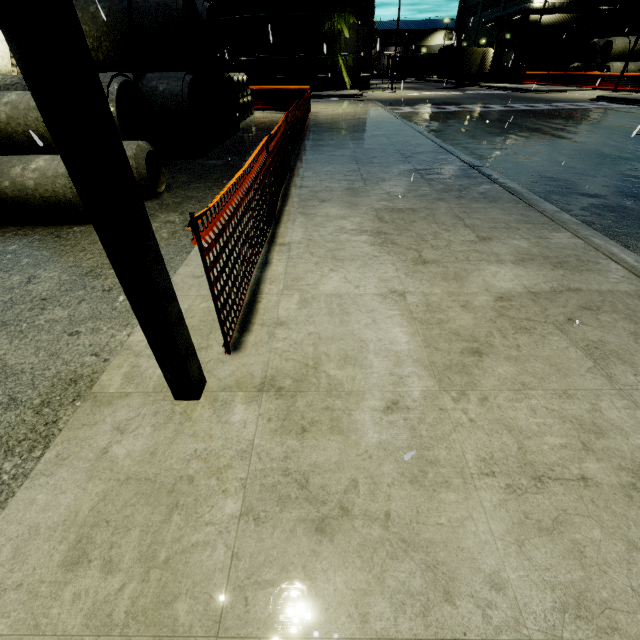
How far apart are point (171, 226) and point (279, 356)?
3.8 meters

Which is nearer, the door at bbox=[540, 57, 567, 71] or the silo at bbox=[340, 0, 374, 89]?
the silo at bbox=[340, 0, 374, 89]

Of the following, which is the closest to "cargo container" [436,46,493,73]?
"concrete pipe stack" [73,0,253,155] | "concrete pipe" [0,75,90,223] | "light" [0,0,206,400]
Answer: "concrete pipe stack" [73,0,253,155]

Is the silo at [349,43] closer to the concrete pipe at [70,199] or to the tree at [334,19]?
the tree at [334,19]

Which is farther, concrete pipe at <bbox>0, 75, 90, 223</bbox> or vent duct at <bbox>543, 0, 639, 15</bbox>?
vent duct at <bbox>543, 0, 639, 15</bbox>

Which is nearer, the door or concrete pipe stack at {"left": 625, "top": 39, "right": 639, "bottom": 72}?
concrete pipe stack at {"left": 625, "top": 39, "right": 639, "bottom": 72}

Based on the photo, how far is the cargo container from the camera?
35.9 meters
